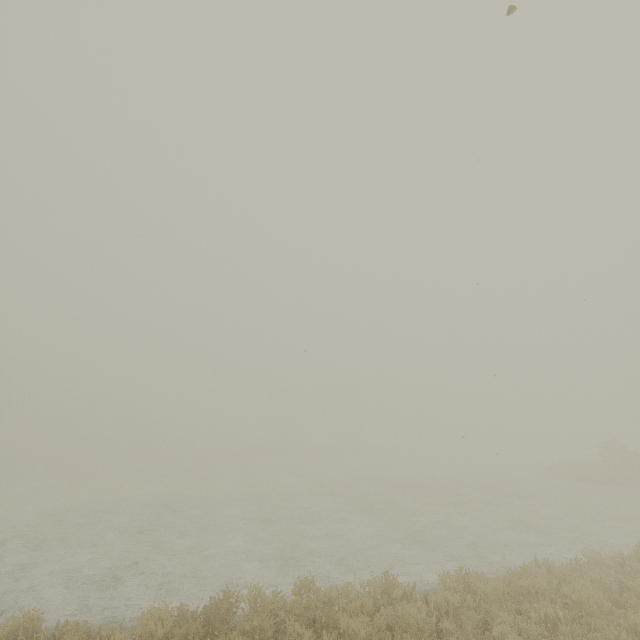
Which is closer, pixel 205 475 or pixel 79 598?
pixel 79 598
